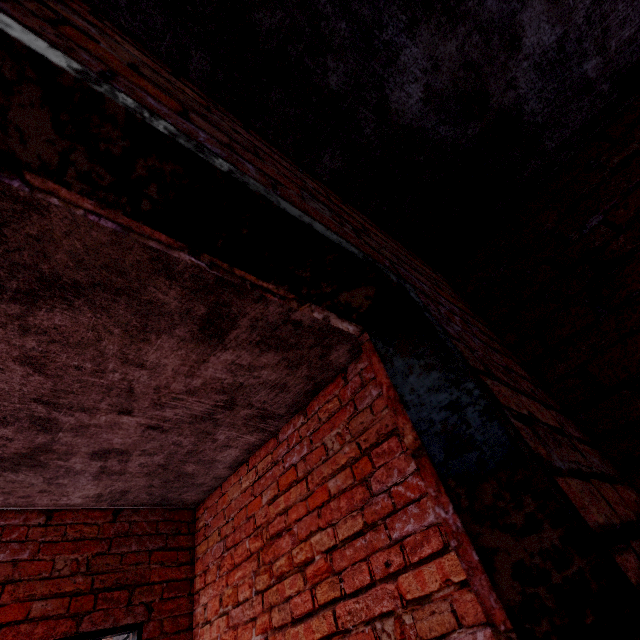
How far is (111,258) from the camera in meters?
1.3
